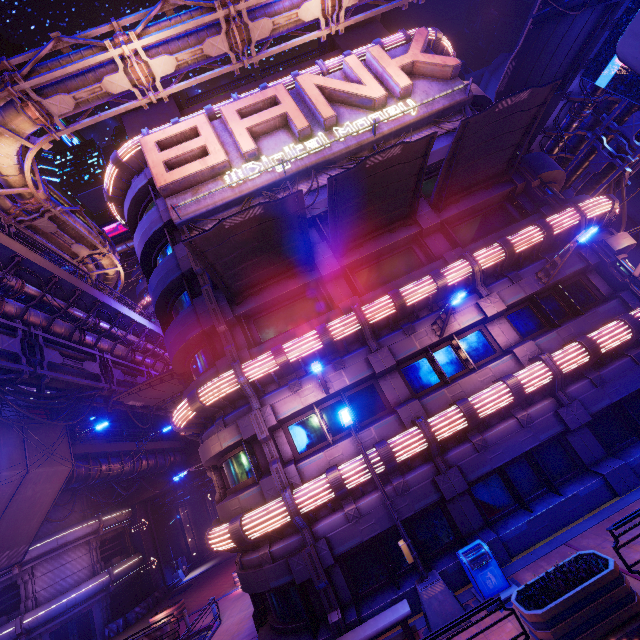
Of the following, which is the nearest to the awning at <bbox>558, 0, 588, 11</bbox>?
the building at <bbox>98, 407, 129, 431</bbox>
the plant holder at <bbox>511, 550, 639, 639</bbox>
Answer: the plant holder at <bbox>511, 550, 639, 639</bbox>

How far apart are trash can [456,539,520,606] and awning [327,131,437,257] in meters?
10.9

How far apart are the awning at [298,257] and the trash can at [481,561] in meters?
10.9 m

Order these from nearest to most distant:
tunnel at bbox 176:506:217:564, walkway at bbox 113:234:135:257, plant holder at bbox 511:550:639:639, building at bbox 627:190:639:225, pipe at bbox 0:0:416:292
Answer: plant holder at bbox 511:550:639:639 < pipe at bbox 0:0:416:292 < building at bbox 627:190:639:225 < tunnel at bbox 176:506:217:564 < walkway at bbox 113:234:135:257

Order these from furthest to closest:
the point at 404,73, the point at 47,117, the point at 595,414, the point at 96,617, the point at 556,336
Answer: the point at 96,617 < the point at 404,73 < the point at 47,117 < the point at 556,336 < the point at 595,414

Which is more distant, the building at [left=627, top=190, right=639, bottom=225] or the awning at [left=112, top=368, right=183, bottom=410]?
the building at [left=627, top=190, right=639, bottom=225]

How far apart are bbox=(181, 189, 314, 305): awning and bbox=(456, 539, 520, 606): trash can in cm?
1090

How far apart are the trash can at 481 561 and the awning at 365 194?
10.9m
